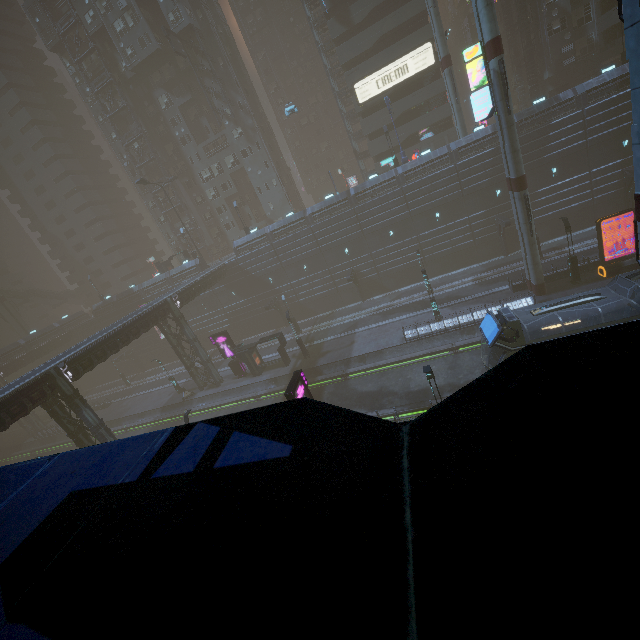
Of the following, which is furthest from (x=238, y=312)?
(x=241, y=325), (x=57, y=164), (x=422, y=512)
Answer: (x=422, y=512)

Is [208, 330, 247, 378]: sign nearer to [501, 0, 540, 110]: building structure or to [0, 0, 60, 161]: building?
[0, 0, 60, 161]: building

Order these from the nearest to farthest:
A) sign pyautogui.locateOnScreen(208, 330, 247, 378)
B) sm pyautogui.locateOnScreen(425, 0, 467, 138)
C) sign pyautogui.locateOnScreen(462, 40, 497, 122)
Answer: sign pyautogui.locateOnScreen(462, 40, 497, 122) < sm pyautogui.locateOnScreen(425, 0, 467, 138) < sign pyautogui.locateOnScreen(208, 330, 247, 378)

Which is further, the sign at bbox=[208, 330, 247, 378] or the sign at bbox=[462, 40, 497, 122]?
the sign at bbox=[208, 330, 247, 378]

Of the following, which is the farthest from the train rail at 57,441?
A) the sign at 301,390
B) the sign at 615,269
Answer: the sign at 615,269

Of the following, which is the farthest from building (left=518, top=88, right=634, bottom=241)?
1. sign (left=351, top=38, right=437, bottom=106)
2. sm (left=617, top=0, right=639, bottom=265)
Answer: sm (left=617, top=0, right=639, bottom=265)

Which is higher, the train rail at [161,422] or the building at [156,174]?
the building at [156,174]

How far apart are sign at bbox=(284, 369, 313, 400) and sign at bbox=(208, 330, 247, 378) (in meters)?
18.08
